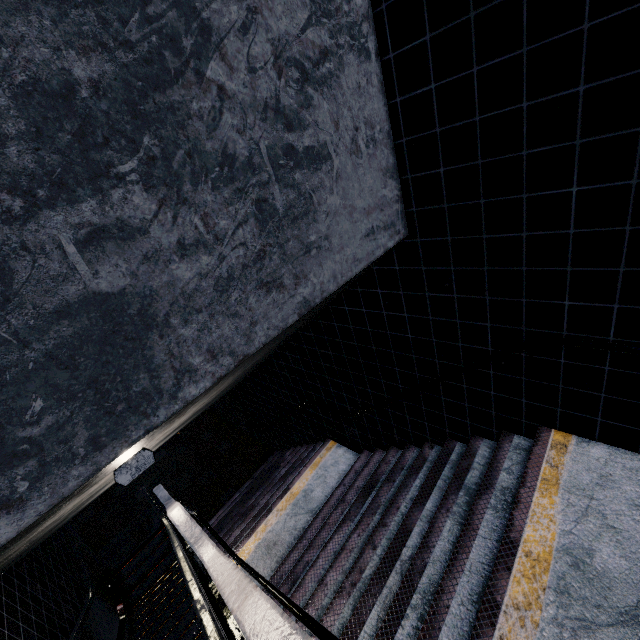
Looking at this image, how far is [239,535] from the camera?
5.9 meters
